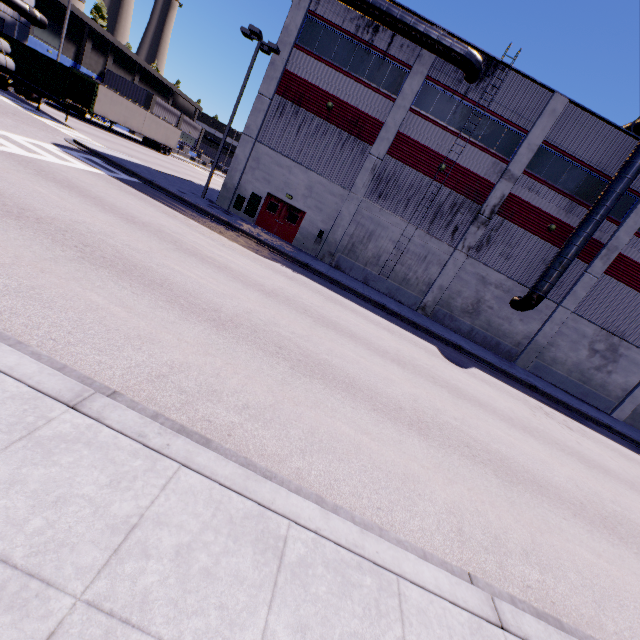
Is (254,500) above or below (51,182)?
above

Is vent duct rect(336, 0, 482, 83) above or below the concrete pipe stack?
above

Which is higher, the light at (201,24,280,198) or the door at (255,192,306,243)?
the light at (201,24,280,198)

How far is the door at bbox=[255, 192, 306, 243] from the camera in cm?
2214

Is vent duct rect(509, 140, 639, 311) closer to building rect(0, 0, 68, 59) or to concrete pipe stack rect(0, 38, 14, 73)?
building rect(0, 0, 68, 59)

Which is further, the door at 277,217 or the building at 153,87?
the building at 153,87

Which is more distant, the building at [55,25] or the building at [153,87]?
the building at [153,87]

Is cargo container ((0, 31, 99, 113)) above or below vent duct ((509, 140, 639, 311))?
below
